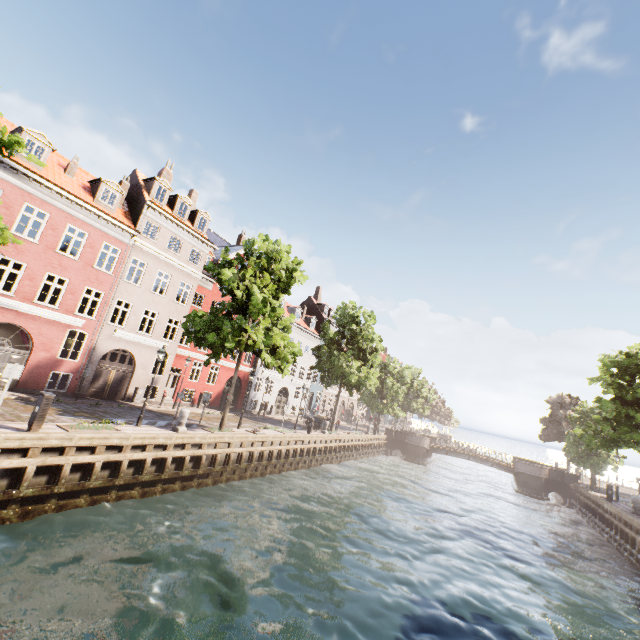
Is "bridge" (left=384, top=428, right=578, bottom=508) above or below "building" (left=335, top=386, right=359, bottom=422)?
below

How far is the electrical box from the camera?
10.31m

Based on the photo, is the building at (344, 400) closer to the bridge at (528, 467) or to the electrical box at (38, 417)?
the bridge at (528, 467)

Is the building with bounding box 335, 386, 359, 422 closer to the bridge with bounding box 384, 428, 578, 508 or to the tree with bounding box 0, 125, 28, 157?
the tree with bounding box 0, 125, 28, 157

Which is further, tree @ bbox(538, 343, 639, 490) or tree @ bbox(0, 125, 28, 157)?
tree @ bbox(538, 343, 639, 490)

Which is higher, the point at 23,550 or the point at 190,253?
Answer: the point at 190,253

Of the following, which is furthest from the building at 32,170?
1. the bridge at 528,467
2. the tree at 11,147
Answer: the bridge at 528,467

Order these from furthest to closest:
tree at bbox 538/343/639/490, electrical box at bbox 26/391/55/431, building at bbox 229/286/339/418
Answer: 1. building at bbox 229/286/339/418
2. tree at bbox 538/343/639/490
3. electrical box at bbox 26/391/55/431
